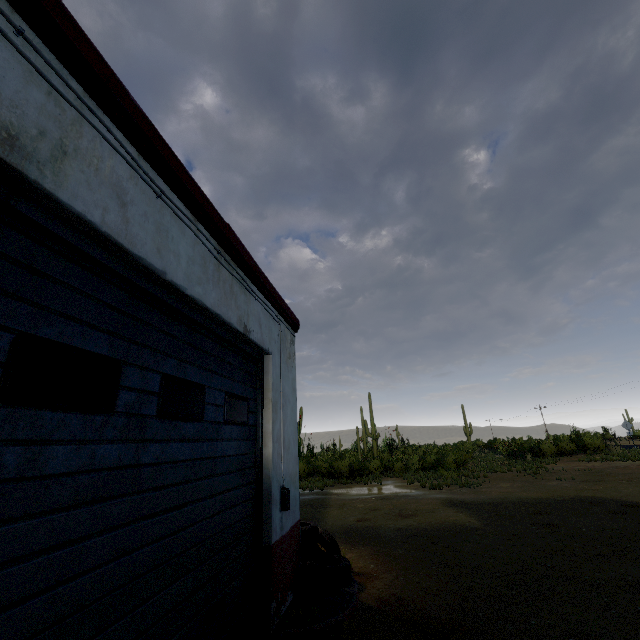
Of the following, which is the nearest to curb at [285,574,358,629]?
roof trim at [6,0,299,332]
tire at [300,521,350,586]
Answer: tire at [300,521,350,586]

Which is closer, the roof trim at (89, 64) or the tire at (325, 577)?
the roof trim at (89, 64)

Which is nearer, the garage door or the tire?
the garage door

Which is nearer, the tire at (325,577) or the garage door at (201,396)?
the garage door at (201,396)

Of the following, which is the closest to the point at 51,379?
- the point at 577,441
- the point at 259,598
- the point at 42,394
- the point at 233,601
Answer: the point at 42,394

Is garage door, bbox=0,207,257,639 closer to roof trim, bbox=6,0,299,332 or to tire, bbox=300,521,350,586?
roof trim, bbox=6,0,299,332

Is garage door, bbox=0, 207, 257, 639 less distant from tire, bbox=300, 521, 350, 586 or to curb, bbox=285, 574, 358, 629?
curb, bbox=285, 574, 358, 629
